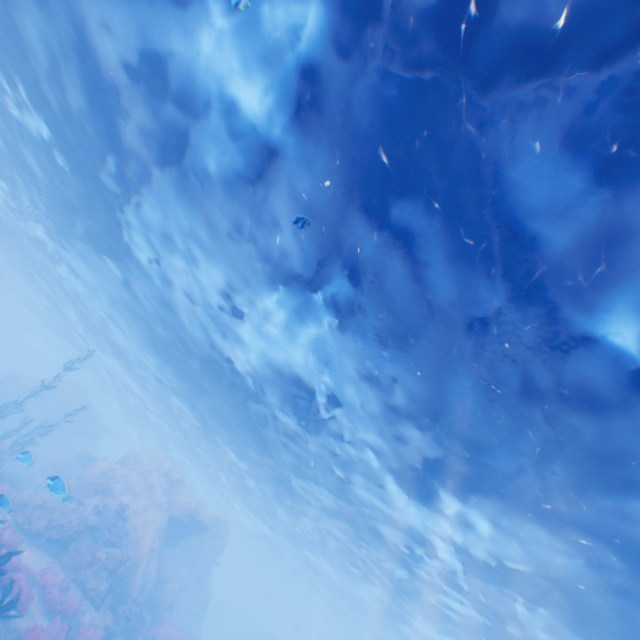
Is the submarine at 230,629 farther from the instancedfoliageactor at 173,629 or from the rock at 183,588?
the instancedfoliageactor at 173,629

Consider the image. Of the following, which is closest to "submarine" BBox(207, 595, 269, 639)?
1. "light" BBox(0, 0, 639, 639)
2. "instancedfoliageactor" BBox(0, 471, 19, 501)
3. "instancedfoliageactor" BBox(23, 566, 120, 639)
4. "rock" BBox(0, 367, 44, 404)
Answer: "light" BBox(0, 0, 639, 639)

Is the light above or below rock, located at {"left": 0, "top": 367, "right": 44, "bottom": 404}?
above

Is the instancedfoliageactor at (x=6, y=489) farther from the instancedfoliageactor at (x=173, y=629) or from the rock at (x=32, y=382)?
the rock at (x=32, y=382)

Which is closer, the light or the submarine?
the light

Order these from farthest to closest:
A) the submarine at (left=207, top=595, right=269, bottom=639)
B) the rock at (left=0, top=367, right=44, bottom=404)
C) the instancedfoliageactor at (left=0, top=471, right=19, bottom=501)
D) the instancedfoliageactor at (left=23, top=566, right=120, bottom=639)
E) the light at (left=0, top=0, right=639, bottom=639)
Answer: the submarine at (left=207, top=595, right=269, bottom=639)
the rock at (left=0, top=367, right=44, bottom=404)
the instancedfoliageactor at (left=23, top=566, right=120, bottom=639)
the instancedfoliageactor at (left=0, top=471, right=19, bottom=501)
the light at (left=0, top=0, right=639, bottom=639)

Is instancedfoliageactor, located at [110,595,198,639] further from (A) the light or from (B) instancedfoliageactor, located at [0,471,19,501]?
(A) the light

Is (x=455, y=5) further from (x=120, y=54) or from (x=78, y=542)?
(x=78, y=542)
